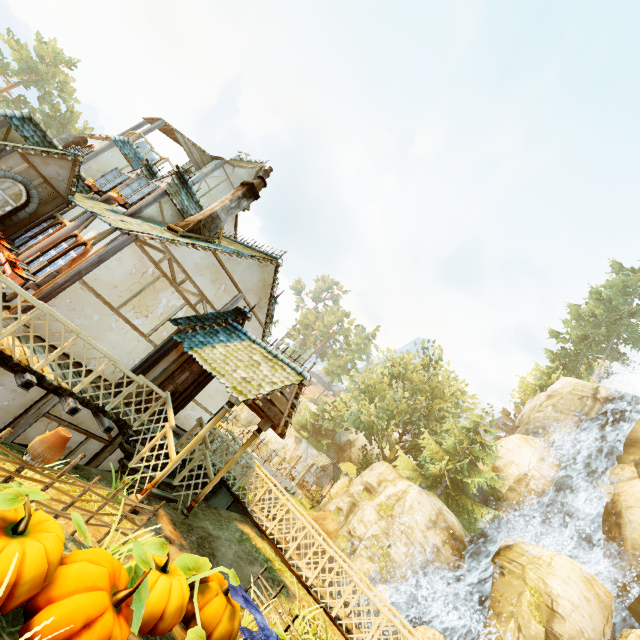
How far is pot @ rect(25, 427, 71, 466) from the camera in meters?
3.7 m

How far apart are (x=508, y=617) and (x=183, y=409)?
22.47m

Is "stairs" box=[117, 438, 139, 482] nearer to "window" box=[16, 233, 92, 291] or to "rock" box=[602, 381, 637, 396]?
"window" box=[16, 233, 92, 291]

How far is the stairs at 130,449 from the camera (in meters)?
7.06

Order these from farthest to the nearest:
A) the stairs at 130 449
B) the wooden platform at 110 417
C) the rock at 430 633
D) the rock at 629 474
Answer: the rock at 629 474
the rock at 430 633
the stairs at 130 449
the wooden platform at 110 417

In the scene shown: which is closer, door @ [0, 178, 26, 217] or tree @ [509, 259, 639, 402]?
door @ [0, 178, 26, 217]

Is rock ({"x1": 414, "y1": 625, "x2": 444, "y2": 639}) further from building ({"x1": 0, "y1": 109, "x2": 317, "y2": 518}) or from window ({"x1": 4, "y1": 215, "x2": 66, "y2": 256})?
window ({"x1": 4, "y1": 215, "x2": 66, "y2": 256})

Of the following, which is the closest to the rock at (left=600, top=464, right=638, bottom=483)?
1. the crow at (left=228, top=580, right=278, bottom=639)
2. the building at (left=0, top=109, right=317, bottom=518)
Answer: the building at (left=0, top=109, right=317, bottom=518)
